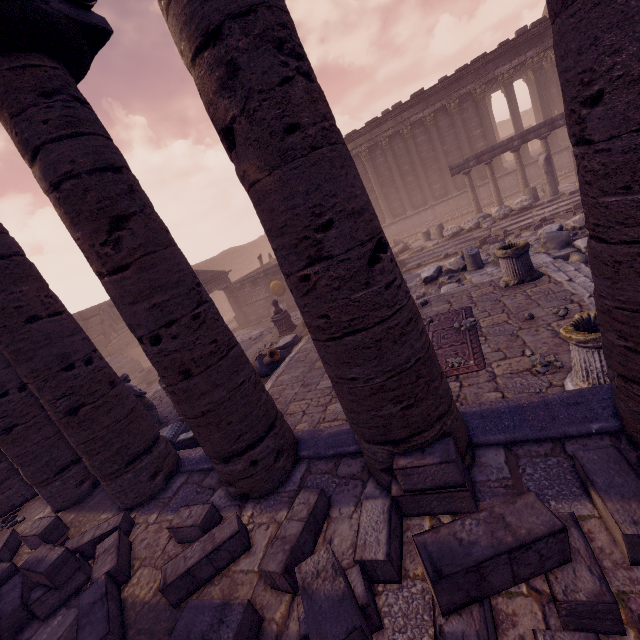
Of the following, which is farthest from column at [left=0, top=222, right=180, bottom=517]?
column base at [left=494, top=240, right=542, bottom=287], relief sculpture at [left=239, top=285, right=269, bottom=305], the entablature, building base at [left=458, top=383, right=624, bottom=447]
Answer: relief sculpture at [left=239, top=285, right=269, bottom=305]

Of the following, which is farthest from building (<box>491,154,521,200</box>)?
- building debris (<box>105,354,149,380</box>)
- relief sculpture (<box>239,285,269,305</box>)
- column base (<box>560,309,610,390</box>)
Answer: column base (<box>560,309,610,390</box>)

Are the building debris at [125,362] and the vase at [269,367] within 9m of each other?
no

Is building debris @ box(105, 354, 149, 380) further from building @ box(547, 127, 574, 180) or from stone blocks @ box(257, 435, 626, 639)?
stone blocks @ box(257, 435, 626, 639)

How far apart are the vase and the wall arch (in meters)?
14.67

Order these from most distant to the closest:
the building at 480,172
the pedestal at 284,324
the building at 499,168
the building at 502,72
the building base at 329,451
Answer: the building at 480,172, the building at 499,168, the building at 502,72, the pedestal at 284,324, the building base at 329,451

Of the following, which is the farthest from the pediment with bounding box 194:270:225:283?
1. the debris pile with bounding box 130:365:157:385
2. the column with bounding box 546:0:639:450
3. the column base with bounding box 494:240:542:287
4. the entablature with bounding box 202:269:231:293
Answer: the column with bounding box 546:0:639:450

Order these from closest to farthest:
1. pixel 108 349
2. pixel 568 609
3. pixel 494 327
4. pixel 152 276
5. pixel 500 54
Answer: pixel 568 609
pixel 152 276
pixel 494 327
pixel 500 54
pixel 108 349
